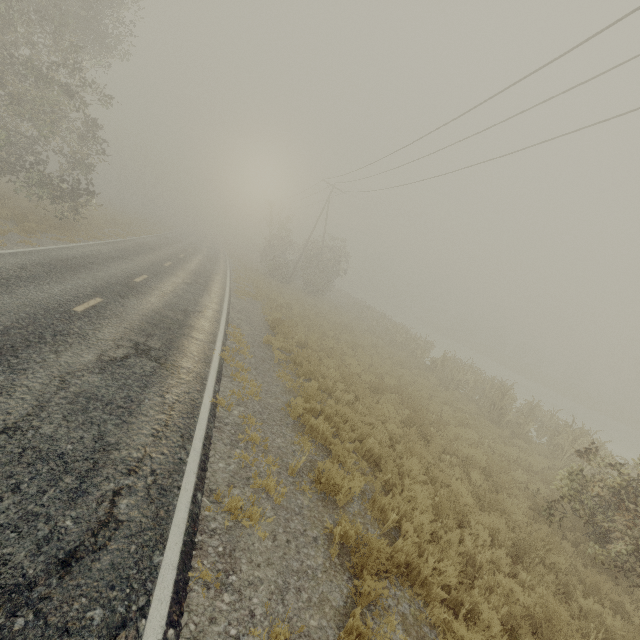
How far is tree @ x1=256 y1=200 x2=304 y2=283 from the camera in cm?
3338

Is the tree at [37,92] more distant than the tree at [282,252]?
No

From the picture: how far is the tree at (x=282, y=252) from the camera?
33.38m

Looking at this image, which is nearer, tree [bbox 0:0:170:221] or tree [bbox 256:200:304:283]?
tree [bbox 0:0:170:221]

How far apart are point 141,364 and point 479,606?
7.3m
